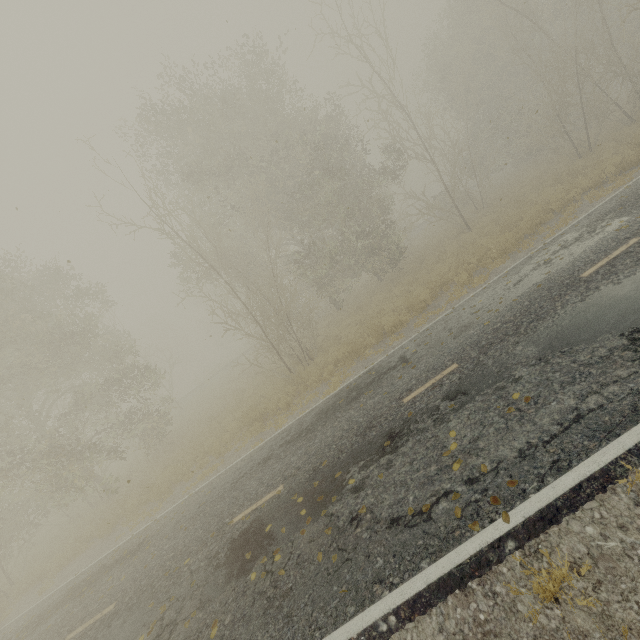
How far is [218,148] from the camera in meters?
16.8

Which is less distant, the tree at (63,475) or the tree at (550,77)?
the tree at (63,475)

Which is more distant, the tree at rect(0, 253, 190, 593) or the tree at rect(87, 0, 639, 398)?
the tree at rect(87, 0, 639, 398)
